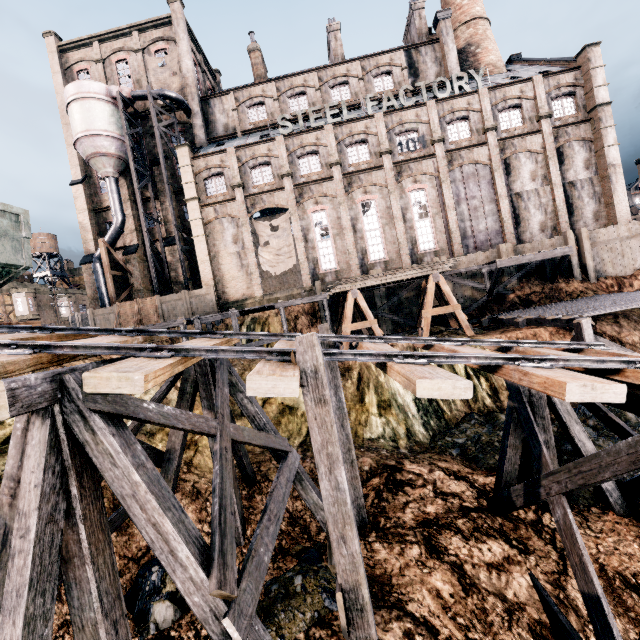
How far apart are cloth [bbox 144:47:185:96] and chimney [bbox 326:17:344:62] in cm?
1616

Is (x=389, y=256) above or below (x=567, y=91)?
below

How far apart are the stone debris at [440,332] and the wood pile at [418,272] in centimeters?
350cm

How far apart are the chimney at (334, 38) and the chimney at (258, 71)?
7.5m

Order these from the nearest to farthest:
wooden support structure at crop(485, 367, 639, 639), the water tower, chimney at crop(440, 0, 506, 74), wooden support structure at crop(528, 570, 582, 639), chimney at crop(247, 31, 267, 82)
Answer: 1. wooden support structure at crop(485, 367, 639, 639)
2. wooden support structure at crop(528, 570, 582, 639)
3. chimney at crop(440, 0, 506, 74)
4. chimney at crop(247, 31, 267, 82)
5. the water tower

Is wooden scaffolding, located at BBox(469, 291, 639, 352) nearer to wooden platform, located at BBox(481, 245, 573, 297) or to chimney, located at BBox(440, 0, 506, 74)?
wooden platform, located at BBox(481, 245, 573, 297)

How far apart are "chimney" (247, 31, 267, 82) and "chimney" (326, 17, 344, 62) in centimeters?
754cm

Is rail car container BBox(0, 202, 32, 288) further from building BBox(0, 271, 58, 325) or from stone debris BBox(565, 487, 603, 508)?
stone debris BBox(565, 487, 603, 508)
